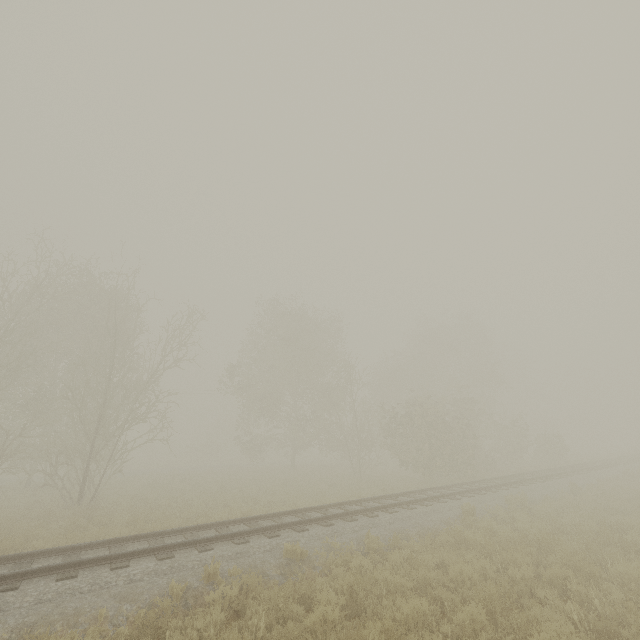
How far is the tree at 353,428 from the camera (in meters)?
23.03

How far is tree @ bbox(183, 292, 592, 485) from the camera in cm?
2303

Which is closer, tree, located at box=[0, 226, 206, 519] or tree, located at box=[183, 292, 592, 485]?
tree, located at box=[0, 226, 206, 519]

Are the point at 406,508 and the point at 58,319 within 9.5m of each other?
no

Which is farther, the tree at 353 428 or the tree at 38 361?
the tree at 353 428
